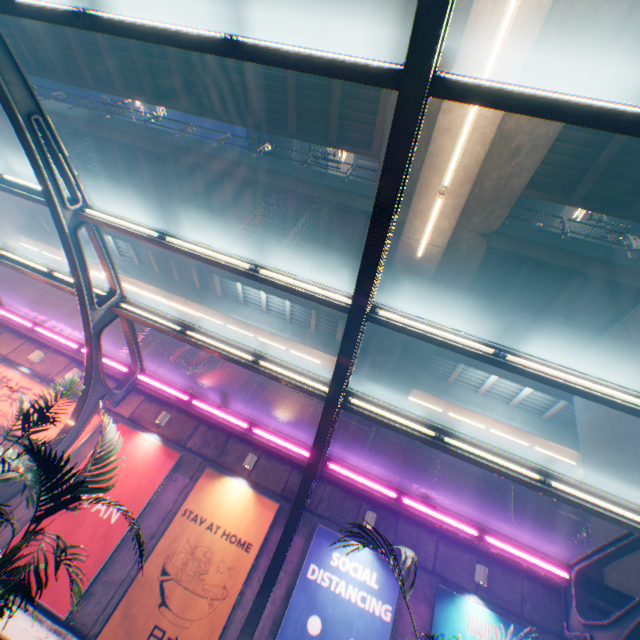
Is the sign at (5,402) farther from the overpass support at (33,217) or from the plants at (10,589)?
the overpass support at (33,217)

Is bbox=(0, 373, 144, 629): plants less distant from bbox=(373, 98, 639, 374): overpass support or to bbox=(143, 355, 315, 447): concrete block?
bbox=(143, 355, 315, 447): concrete block

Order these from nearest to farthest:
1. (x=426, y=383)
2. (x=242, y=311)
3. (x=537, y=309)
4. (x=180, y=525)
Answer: (x=180, y=525) → (x=537, y=309) → (x=426, y=383) → (x=242, y=311)

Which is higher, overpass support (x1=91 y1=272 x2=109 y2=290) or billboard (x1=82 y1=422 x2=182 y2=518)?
overpass support (x1=91 y1=272 x2=109 y2=290)

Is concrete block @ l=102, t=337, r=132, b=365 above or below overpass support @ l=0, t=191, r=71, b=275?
below

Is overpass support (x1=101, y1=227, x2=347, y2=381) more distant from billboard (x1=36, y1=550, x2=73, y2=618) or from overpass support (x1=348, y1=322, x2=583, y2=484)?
billboard (x1=36, y1=550, x2=73, y2=618)

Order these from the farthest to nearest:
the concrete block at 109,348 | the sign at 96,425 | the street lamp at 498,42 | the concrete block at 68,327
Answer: the concrete block at 68,327, the concrete block at 109,348, the sign at 96,425, the street lamp at 498,42

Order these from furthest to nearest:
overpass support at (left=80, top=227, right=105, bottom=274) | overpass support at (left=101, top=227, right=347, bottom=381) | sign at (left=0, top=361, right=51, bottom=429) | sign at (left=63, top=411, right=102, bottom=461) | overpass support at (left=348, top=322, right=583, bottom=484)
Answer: overpass support at (left=80, top=227, right=105, bottom=274) → overpass support at (left=101, top=227, right=347, bottom=381) → overpass support at (left=348, top=322, right=583, bottom=484) → sign at (left=0, top=361, right=51, bottom=429) → sign at (left=63, top=411, right=102, bottom=461)
